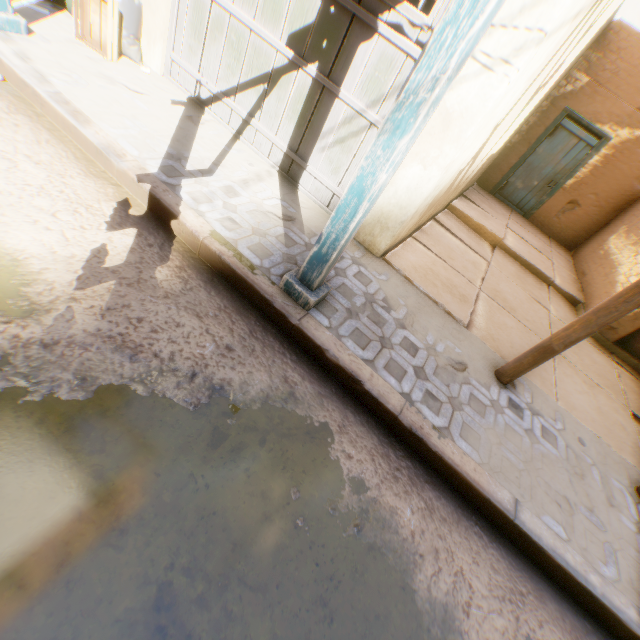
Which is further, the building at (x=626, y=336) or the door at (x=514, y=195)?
the door at (x=514, y=195)

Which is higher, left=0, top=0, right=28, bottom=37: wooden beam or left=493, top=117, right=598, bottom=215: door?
left=493, top=117, right=598, bottom=215: door

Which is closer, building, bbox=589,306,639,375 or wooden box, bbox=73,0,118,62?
wooden box, bbox=73,0,118,62

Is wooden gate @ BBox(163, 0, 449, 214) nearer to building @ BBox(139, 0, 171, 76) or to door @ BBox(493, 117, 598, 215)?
building @ BBox(139, 0, 171, 76)

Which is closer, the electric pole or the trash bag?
the electric pole

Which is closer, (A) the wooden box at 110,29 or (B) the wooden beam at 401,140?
(B) the wooden beam at 401,140

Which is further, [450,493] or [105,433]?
[450,493]

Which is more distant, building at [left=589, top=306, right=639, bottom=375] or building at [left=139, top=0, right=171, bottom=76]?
building at [left=589, top=306, right=639, bottom=375]
